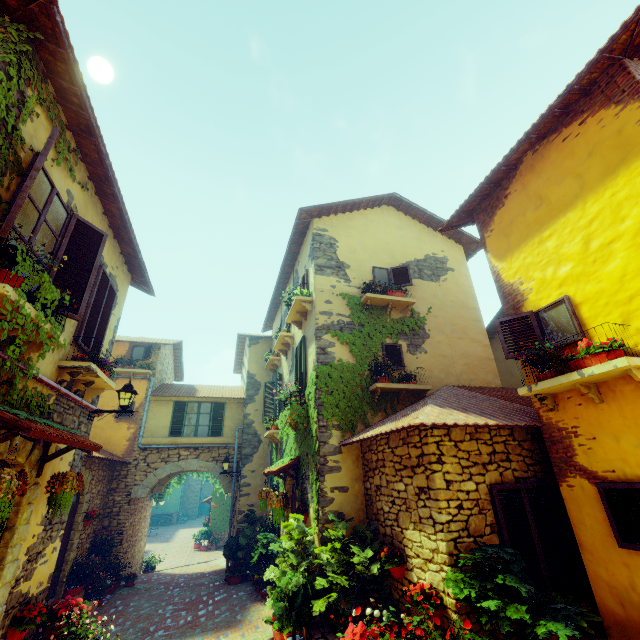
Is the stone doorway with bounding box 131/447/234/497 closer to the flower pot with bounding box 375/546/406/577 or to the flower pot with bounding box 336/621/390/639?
the flower pot with bounding box 375/546/406/577

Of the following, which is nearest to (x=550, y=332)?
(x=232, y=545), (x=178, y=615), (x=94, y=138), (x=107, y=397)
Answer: (x=94, y=138)

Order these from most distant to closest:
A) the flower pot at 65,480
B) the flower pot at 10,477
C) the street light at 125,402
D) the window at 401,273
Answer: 1. the window at 401,273
2. the street light at 125,402
3. the flower pot at 65,480
4. the flower pot at 10,477

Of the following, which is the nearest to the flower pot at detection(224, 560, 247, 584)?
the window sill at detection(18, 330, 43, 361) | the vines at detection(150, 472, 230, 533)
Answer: the vines at detection(150, 472, 230, 533)

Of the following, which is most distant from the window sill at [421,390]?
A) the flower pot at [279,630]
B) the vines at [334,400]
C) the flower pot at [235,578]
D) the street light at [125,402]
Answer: the flower pot at [235,578]

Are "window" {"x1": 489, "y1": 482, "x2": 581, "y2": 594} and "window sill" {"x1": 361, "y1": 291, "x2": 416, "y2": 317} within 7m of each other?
yes

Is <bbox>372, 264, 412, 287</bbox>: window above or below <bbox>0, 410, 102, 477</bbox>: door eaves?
above

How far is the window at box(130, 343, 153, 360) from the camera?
14.36m
